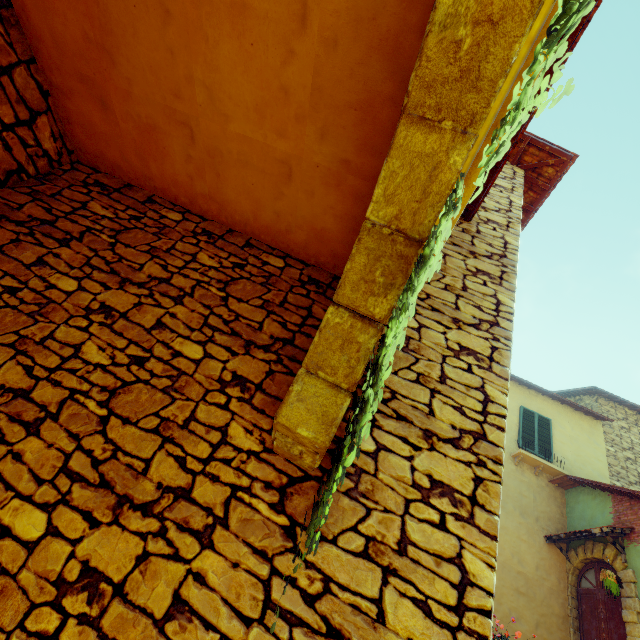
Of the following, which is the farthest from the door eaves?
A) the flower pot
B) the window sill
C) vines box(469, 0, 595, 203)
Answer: vines box(469, 0, 595, 203)

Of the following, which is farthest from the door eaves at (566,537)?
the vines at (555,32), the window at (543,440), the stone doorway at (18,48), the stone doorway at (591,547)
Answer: the stone doorway at (18,48)

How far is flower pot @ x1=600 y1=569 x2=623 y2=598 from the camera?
6.79m

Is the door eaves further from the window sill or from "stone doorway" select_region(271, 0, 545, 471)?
"stone doorway" select_region(271, 0, 545, 471)

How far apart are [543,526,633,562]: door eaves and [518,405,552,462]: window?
2.1m

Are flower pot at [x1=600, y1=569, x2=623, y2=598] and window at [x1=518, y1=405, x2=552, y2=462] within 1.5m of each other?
no

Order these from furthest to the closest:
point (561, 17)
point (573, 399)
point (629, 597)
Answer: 1. point (573, 399)
2. point (629, 597)
3. point (561, 17)

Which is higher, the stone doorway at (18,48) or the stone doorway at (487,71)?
the stone doorway at (18,48)
